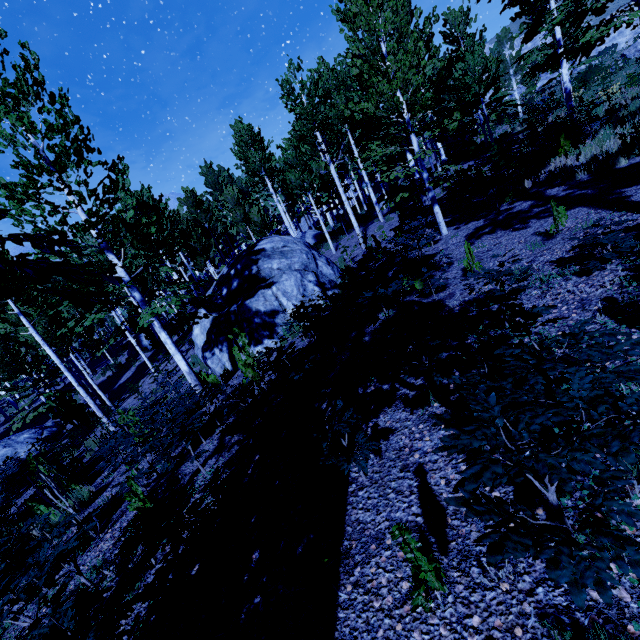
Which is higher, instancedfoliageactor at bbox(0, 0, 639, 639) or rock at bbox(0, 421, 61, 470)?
instancedfoliageactor at bbox(0, 0, 639, 639)

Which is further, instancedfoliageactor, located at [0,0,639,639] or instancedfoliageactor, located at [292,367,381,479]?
instancedfoliageactor, located at [292,367,381,479]

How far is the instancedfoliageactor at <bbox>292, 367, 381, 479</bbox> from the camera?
2.94m

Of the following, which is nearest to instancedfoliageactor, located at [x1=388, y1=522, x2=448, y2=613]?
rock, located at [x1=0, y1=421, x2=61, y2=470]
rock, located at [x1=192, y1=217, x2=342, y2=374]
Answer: rock, located at [x1=192, y1=217, x2=342, y2=374]

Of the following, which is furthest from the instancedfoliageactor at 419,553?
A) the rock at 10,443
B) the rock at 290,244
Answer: the rock at 10,443

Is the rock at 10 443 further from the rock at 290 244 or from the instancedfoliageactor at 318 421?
the rock at 290 244

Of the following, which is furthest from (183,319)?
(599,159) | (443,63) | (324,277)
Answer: (443,63)

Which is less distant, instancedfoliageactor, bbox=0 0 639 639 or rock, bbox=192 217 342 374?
instancedfoliageactor, bbox=0 0 639 639
